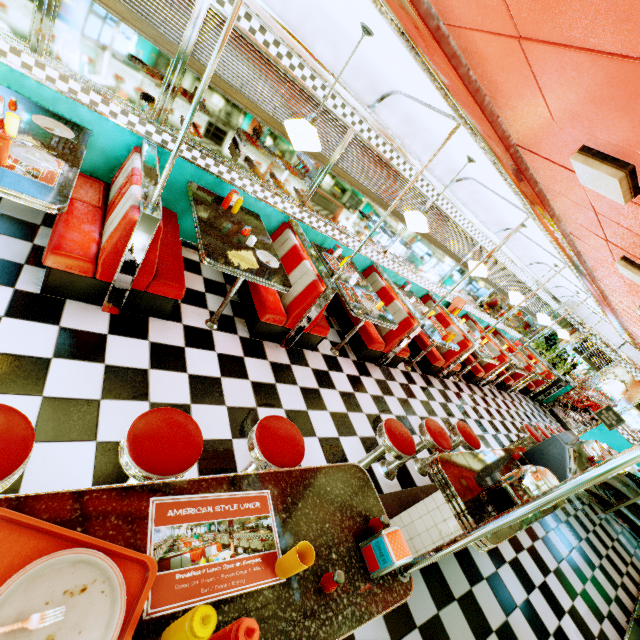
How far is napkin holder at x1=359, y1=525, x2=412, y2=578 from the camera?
1.3 meters

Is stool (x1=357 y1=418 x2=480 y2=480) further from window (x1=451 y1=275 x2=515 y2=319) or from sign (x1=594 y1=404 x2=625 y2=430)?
sign (x1=594 y1=404 x2=625 y2=430)

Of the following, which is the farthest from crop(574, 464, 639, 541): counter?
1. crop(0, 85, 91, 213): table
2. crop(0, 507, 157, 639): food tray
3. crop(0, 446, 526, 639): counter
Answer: crop(0, 85, 91, 213): table

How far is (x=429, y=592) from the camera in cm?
289

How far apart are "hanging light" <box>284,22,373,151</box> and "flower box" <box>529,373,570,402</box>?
10.9 meters

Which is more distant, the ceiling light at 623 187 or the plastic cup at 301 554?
the ceiling light at 623 187

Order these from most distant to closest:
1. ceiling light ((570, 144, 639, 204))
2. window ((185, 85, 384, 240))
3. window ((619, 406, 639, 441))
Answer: window ((619, 406, 639, 441)) < window ((185, 85, 384, 240)) < ceiling light ((570, 144, 639, 204))

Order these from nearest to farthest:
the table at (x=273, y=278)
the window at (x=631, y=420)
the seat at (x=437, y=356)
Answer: the table at (x=273, y=278)
the seat at (x=437, y=356)
the window at (x=631, y=420)
